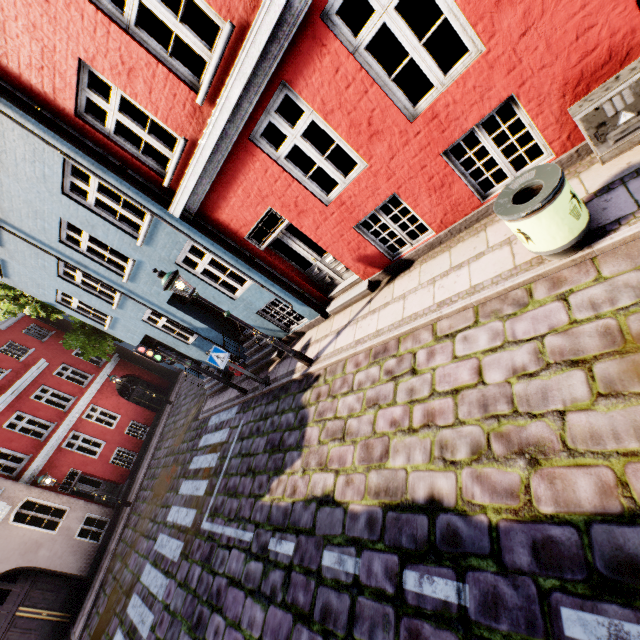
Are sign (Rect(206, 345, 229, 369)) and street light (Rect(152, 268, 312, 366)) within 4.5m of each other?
yes

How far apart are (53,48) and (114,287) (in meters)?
6.04

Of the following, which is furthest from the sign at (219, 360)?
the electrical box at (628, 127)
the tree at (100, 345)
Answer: the tree at (100, 345)

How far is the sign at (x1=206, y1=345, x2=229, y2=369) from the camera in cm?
831

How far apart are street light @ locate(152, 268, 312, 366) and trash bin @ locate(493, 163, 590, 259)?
5.0m

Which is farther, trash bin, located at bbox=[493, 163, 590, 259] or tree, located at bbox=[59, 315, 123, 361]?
tree, located at bbox=[59, 315, 123, 361]

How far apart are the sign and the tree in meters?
8.9 m

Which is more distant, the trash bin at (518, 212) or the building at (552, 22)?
the building at (552, 22)
